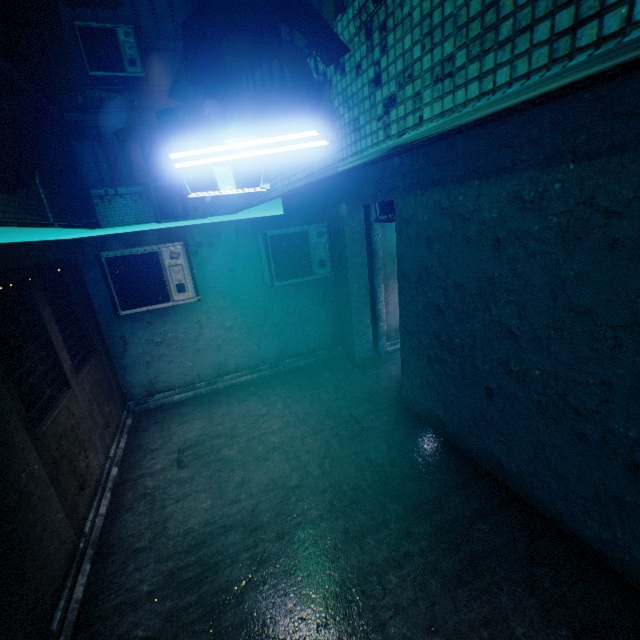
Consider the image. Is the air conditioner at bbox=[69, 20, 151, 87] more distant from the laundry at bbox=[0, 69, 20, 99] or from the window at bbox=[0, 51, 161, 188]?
the laundry at bbox=[0, 69, 20, 99]

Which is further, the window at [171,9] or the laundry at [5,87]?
the window at [171,9]

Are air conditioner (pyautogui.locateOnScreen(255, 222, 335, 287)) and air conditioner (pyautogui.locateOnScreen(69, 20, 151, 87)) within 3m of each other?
no

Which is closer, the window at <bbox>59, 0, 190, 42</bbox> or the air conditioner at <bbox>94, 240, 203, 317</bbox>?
the air conditioner at <bbox>94, 240, 203, 317</bbox>

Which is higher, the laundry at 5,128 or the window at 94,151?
the window at 94,151

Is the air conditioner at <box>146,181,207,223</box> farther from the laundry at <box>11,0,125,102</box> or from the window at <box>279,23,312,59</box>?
the laundry at <box>11,0,125,102</box>

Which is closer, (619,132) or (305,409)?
(619,132)

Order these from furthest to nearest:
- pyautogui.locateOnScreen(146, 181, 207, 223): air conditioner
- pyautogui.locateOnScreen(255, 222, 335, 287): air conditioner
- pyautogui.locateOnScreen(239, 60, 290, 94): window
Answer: pyautogui.locateOnScreen(146, 181, 207, 223): air conditioner < pyautogui.locateOnScreen(255, 222, 335, 287): air conditioner < pyautogui.locateOnScreen(239, 60, 290, 94): window
